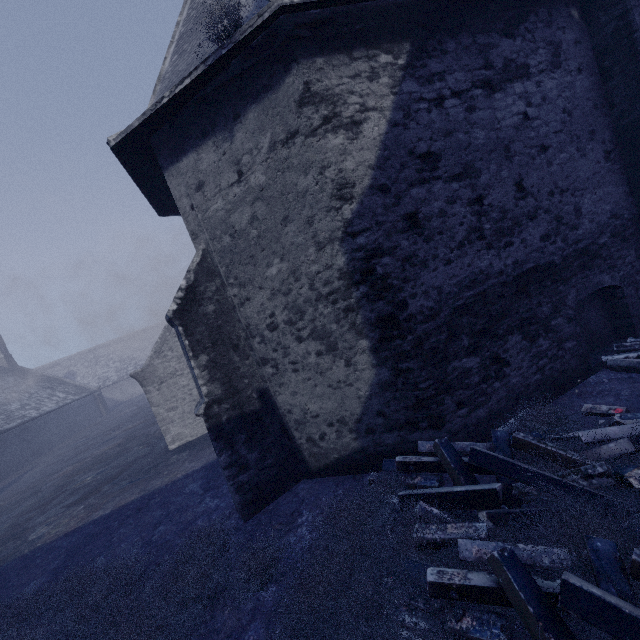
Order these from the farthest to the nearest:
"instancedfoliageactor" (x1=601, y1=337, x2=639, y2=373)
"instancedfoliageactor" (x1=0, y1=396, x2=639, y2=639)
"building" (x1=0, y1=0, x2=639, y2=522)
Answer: "instancedfoliageactor" (x1=601, y1=337, x2=639, y2=373) → "building" (x1=0, y1=0, x2=639, y2=522) → "instancedfoliageactor" (x1=0, y1=396, x2=639, y2=639)

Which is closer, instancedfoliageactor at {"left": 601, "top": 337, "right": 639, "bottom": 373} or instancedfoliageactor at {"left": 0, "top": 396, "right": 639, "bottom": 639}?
instancedfoliageactor at {"left": 0, "top": 396, "right": 639, "bottom": 639}

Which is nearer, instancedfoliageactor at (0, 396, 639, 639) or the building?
instancedfoliageactor at (0, 396, 639, 639)

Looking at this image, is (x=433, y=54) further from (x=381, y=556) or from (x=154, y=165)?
(x=381, y=556)

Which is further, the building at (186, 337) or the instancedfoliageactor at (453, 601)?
the building at (186, 337)

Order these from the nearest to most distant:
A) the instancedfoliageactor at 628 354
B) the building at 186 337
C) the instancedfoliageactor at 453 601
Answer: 1. the instancedfoliageactor at 453 601
2. the building at 186 337
3. the instancedfoliageactor at 628 354

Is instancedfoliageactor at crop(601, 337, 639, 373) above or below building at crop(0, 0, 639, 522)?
below
